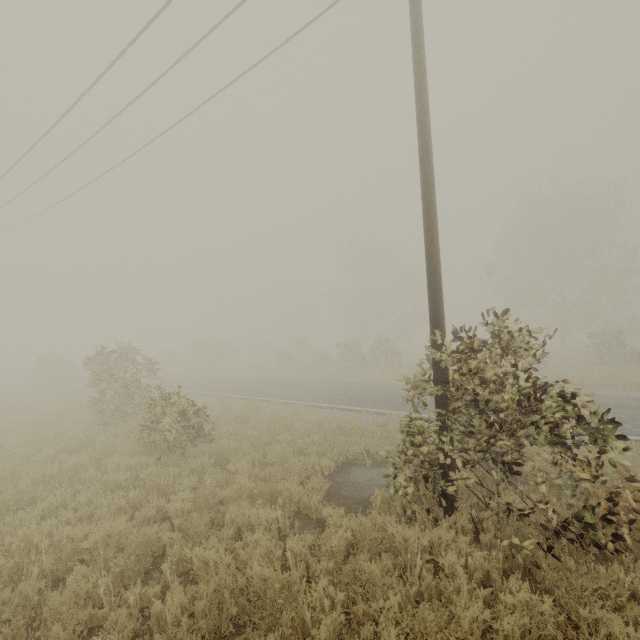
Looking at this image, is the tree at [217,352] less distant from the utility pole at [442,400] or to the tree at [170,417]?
the tree at [170,417]

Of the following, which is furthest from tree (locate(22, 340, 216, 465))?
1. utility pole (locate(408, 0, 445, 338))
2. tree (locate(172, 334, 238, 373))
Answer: tree (locate(172, 334, 238, 373))

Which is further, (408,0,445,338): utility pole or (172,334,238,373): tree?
(172,334,238,373): tree

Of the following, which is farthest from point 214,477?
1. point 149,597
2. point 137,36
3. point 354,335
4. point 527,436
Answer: point 354,335

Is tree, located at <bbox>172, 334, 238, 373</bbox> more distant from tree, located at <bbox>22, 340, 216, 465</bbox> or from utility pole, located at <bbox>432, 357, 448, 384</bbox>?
utility pole, located at <bbox>432, 357, 448, 384</bbox>
